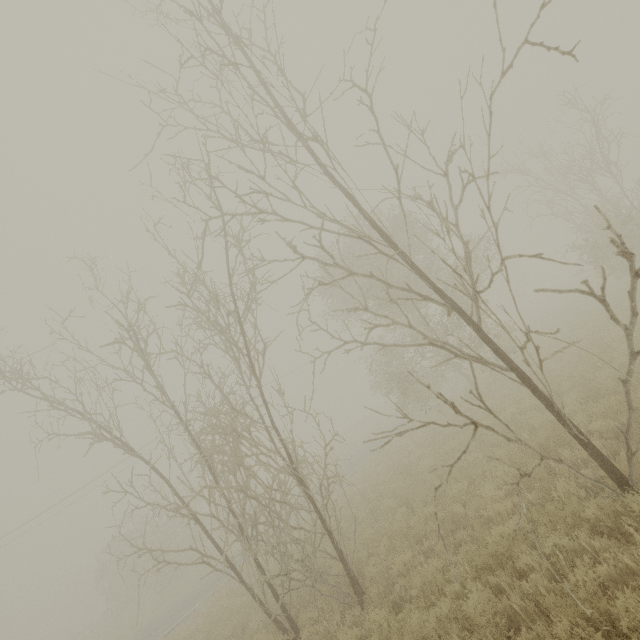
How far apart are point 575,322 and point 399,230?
Answer: 11.58m
